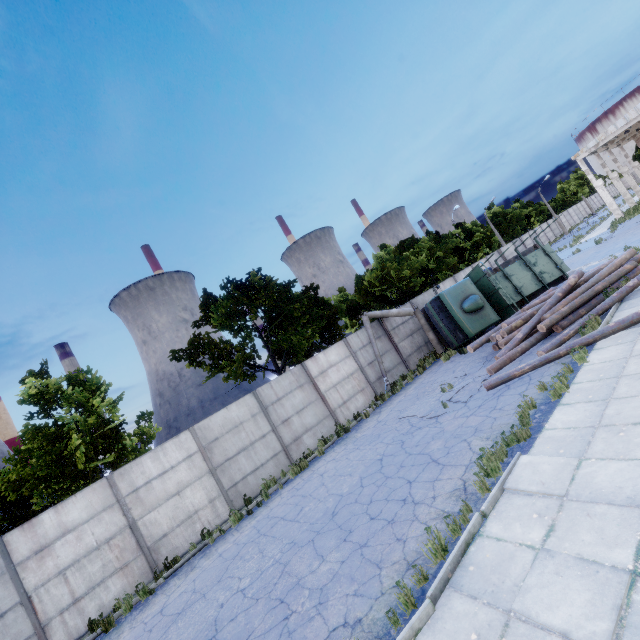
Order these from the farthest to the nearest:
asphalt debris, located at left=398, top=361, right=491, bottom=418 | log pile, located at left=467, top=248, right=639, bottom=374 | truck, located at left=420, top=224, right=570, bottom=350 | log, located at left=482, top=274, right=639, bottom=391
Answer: truck, located at left=420, top=224, right=570, bottom=350, log pile, located at left=467, top=248, right=639, bottom=374, asphalt debris, located at left=398, top=361, right=491, bottom=418, log, located at left=482, top=274, right=639, bottom=391

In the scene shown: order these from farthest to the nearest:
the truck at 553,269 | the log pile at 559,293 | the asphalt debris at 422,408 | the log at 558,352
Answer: the truck at 553,269
the log pile at 559,293
the asphalt debris at 422,408
the log at 558,352

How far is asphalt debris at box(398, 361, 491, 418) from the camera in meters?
10.8 m

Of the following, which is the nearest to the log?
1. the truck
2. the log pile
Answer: the log pile

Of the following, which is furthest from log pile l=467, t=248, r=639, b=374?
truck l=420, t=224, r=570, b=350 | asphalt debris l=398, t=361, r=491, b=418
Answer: truck l=420, t=224, r=570, b=350

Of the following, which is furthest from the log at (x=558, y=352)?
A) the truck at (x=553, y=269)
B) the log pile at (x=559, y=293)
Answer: the truck at (x=553, y=269)

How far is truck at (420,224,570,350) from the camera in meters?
16.4 m

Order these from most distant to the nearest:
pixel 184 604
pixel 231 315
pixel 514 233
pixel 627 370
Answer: pixel 514 233 < pixel 231 315 < pixel 184 604 < pixel 627 370
